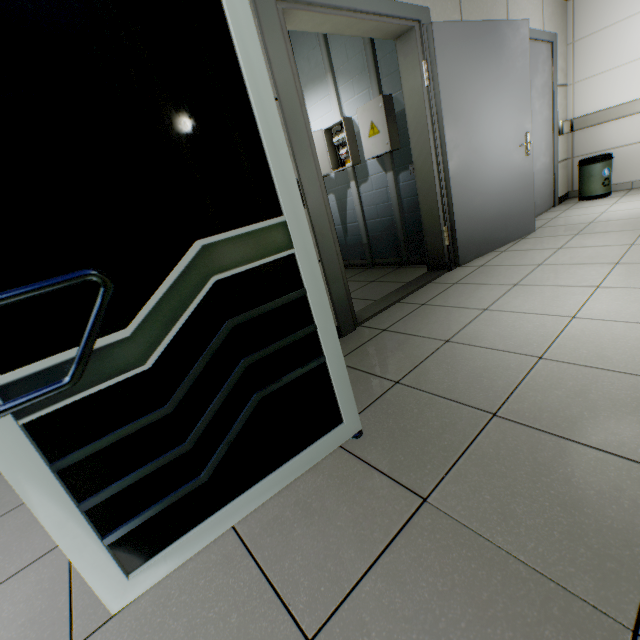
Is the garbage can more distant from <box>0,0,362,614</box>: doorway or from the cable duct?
<box>0,0,362,614</box>: doorway

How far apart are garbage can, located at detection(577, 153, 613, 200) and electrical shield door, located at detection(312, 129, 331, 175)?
3.7m

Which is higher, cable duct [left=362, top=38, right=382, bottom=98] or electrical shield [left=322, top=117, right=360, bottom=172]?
cable duct [left=362, top=38, right=382, bottom=98]

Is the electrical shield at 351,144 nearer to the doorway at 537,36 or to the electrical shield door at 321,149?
the electrical shield door at 321,149

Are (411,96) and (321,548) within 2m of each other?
no

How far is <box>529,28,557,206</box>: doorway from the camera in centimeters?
389cm

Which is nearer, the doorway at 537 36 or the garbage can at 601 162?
the doorway at 537 36

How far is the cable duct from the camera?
3.2m
